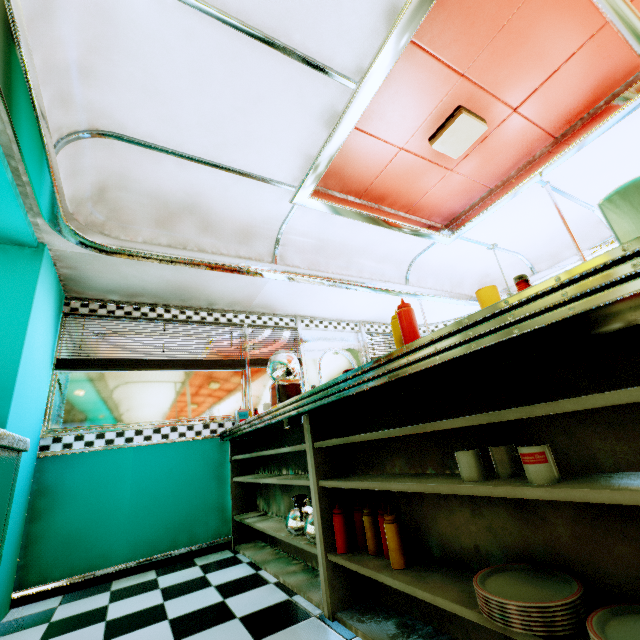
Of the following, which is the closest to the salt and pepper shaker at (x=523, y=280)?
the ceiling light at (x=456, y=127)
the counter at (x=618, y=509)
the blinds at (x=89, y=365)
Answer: the counter at (x=618, y=509)

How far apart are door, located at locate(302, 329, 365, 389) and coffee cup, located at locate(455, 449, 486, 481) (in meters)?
3.15

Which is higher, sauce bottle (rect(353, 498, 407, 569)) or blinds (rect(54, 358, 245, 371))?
blinds (rect(54, 358, 245, 371))

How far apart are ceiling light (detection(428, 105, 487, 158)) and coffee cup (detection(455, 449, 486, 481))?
2.6 meters

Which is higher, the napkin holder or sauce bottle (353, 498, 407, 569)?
the napkin holder

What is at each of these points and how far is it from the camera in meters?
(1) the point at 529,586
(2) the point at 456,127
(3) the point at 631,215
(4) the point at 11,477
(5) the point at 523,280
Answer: (1) plate, 1.0 m
(2) ceiling light, 2.6 m
(3) napkin holder, 0.7 m
(4) kitchen counter, 1.8 m
(5) salt and pepper shaker, 1.0 m

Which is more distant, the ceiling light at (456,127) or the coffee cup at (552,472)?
the ceiling light at (456,127)

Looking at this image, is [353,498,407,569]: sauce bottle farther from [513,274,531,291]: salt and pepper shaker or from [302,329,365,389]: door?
[302,329,365,389]: door
